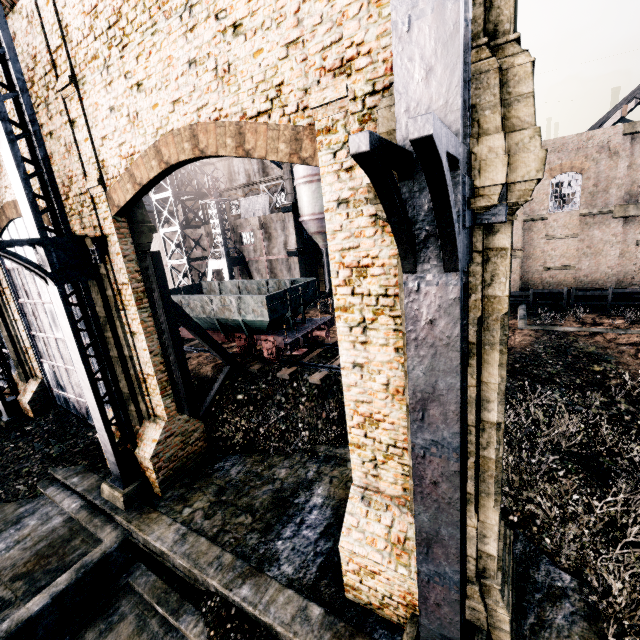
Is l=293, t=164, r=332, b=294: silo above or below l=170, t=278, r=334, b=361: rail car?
above

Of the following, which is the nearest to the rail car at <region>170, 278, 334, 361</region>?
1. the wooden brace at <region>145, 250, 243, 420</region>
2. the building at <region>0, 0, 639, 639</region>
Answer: the wooden brace at <region>145, 250, 243, 420</region>

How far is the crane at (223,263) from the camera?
33.1m

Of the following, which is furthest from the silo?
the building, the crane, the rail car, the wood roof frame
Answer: Answer: the building

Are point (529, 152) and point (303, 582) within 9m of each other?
no

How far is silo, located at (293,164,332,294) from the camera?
30.2m

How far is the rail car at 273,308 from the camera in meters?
16.3 m

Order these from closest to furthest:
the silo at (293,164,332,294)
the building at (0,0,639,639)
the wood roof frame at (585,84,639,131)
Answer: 1. the building at (0,0,639,639)
2. the wood roof frame at (585,84,639,131)
3. the silo at (293,164,332,294)
